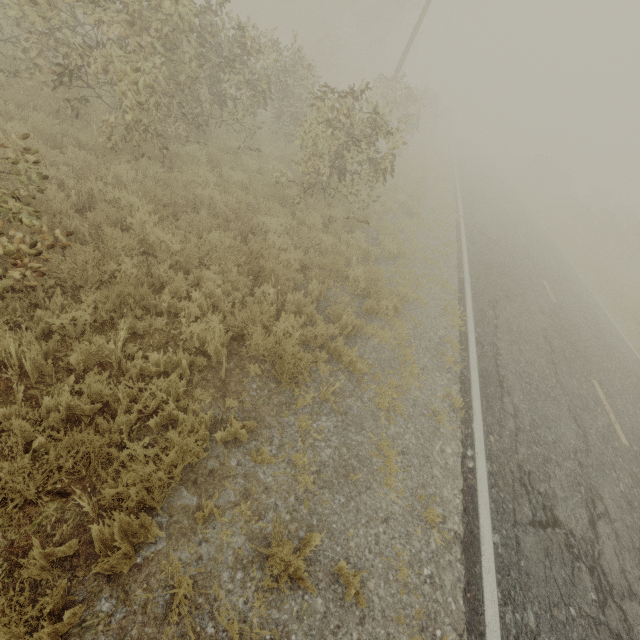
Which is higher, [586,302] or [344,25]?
[344,25]

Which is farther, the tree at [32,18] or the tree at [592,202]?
the tree at [592,202]

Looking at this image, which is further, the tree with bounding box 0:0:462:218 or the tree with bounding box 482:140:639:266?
the tree with bounding box 482:140:639:266
